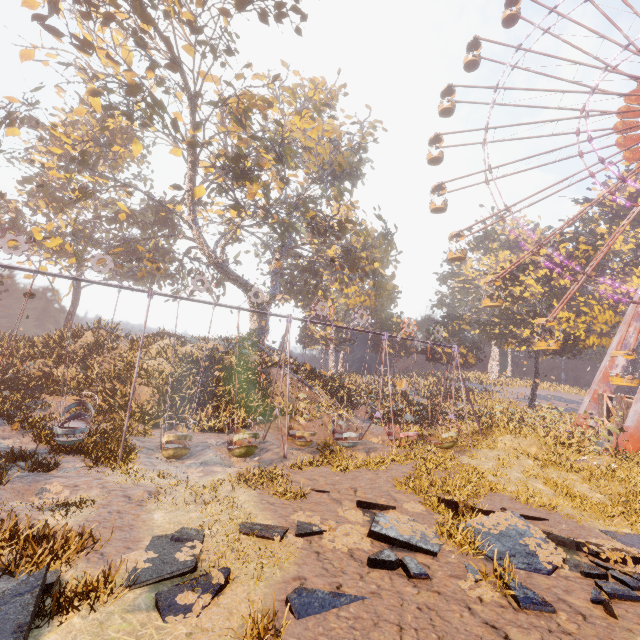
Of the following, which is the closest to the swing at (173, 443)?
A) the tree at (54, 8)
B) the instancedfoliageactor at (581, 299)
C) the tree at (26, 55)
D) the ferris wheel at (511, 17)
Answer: the instancedfoliageactor at (581, 299)

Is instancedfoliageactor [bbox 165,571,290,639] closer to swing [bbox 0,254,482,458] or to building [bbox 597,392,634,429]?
swing [bbox 0,254,482,458]

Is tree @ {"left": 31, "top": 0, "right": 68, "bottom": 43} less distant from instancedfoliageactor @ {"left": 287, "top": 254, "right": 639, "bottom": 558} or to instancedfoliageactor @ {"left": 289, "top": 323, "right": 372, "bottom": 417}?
instancedfoliageactor @ {"left": 289, "top": 323, "right": 372, "bottom": 417}

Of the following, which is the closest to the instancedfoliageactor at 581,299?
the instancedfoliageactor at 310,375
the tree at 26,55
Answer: the instancedfoliageactor at 310,375

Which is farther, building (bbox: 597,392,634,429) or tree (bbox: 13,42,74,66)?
building (bbox: 597,392,634,429)

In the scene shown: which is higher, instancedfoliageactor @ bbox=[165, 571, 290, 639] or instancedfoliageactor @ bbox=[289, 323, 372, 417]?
instancedfoliageactor @ bbox=[289, 323, 372, 417]

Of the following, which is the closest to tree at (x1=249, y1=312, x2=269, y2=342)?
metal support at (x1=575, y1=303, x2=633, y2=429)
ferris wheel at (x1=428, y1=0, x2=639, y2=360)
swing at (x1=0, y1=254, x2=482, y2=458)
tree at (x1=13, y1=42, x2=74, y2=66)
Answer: tree at (x1=13, y1=42, x2=74, y2=66)

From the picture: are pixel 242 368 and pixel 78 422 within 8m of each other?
no
